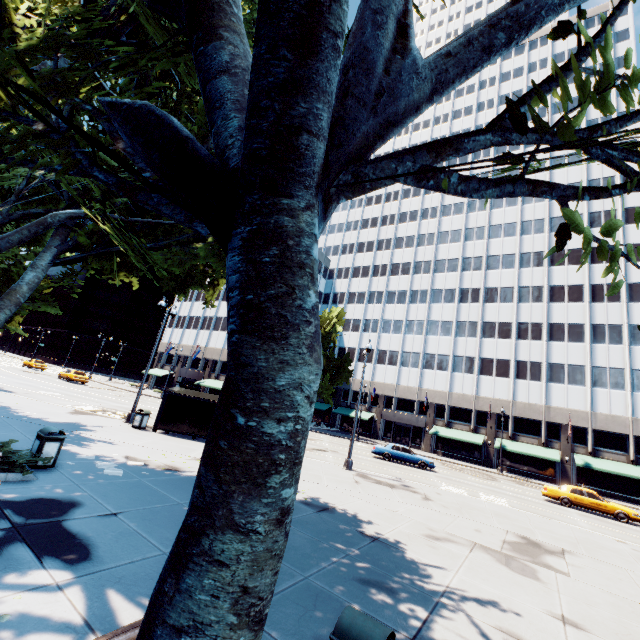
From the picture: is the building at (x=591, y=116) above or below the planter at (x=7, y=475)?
above

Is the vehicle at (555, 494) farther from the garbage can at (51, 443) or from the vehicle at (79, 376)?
the vehicle at (79, 376)

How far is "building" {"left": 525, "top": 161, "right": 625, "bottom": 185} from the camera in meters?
45.1

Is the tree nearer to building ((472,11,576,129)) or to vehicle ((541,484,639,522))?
building ((472,11,576,129))

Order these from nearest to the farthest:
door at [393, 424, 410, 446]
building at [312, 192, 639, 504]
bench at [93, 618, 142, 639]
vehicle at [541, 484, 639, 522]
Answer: bench at [93, 618, 142, 639], vehicle at [541, 484, 639, 522], building at [312, 192, 639, 504], door at [393, 424, 410, 446]

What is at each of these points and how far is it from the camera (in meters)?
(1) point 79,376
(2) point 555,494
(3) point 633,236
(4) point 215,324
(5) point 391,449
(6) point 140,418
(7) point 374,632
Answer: (1) vehicle, 38.94
(2) vehicle, 22.98
(3) building, 41.50
(4) building, 55.81
(5) vehicle, 27.42
(6) garbage can, 17.08
(7) garbage can, 3.23

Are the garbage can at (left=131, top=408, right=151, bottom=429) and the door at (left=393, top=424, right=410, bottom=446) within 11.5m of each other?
no

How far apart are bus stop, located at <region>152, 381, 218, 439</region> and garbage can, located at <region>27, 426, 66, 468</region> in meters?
8.3
